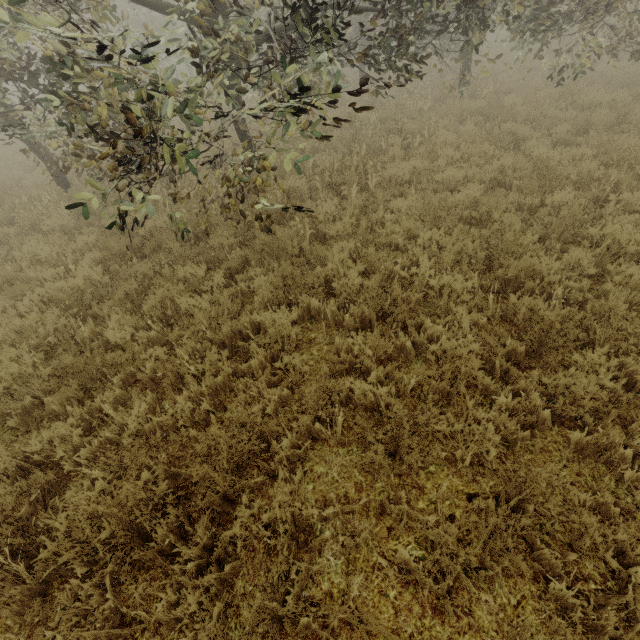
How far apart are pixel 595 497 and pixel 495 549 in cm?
91
